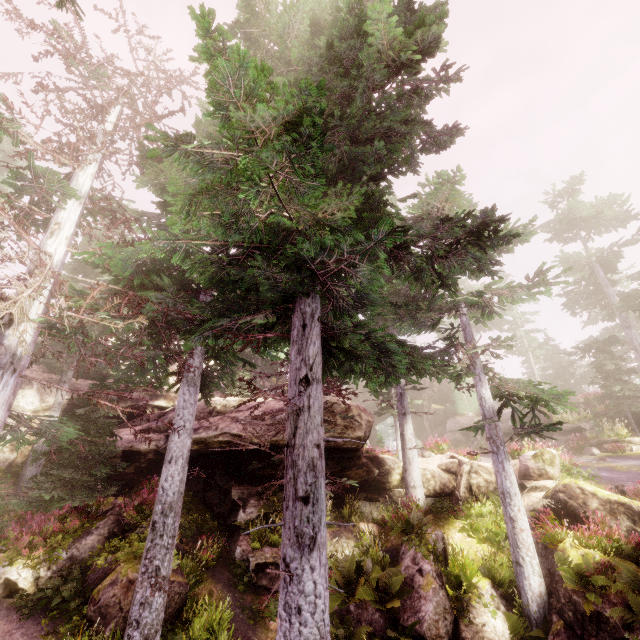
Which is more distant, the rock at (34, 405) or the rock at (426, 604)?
the rock at (34, 405)

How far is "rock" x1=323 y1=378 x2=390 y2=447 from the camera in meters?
14.1 m

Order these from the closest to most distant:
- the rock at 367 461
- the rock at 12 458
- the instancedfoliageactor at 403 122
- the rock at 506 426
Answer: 1. the instancedfoliageactor at 403 122
2. the rock at 367 461
3. the rock at 12 458
4. the rock at 506 426

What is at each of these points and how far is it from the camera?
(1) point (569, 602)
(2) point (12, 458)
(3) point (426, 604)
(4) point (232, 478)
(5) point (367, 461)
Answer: (1) rock, 8.8 meters
(2) rock, 16.0 meters
(3) rock, 9.2 meters
(4) rock, 15.2 meters
(5) rock, 16.2 meters

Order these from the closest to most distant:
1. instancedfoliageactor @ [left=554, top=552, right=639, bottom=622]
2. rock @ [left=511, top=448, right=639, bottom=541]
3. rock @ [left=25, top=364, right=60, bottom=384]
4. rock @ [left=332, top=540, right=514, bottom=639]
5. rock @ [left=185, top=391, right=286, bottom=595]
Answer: instancedfoliageactor @ [left=554, top=552, right=639, bottom=622]
rock @ [left=332, top=540, right=514, bottom=639]
rock @ [left=511, top=448, right=639, bottom=541]
rock @ [left=185, top=391, right=286, bottom=595]
rock @ [left=25, top=364, right=60, bottom=384]
